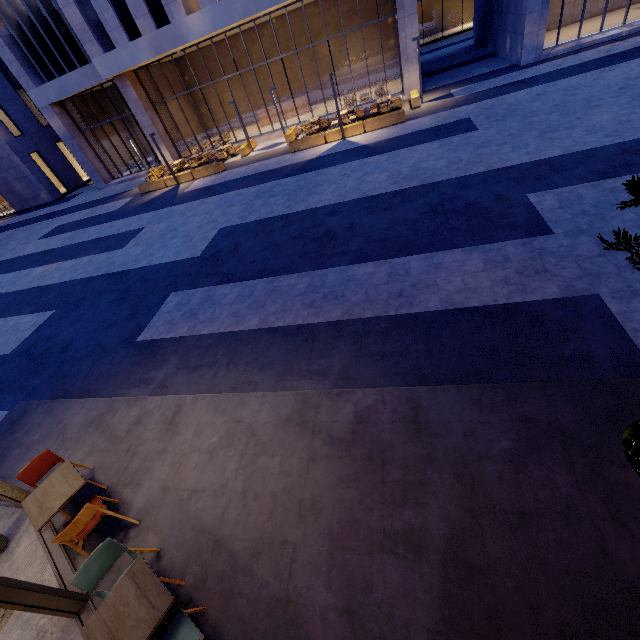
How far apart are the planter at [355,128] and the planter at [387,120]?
0.1 meters

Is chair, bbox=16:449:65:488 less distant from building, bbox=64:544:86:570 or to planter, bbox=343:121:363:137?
building, bbox=64:544:86:570

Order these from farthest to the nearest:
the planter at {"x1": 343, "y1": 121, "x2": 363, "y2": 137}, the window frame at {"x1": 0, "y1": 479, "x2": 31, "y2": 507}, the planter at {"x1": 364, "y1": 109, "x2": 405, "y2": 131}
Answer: the planter at {"x1": 343, "y1": 121, "x2": 363, "y2": 137}, the planter at {"x1": 364, "y1": 109, "x2": 405, "y2": 131}, the window frame at {"x1": 0, "y1": 479, "x2": 31, "y2": 507}

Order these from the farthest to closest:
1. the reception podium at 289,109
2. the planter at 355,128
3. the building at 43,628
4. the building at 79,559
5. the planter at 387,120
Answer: the reception podium at 289,109 → the planter at 355,128 → the planter at 387,120 → the building at 79,559 → the building at 43,628

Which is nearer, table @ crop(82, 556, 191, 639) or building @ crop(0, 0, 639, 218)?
table @ crop(82, 556, 191, 639)

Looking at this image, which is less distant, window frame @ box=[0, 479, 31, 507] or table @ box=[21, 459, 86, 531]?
table @ box=[21, 459, 86, 531]

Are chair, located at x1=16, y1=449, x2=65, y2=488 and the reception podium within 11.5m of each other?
no

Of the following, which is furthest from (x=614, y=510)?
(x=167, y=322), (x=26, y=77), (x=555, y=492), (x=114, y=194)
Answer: (x=26, y=77)
